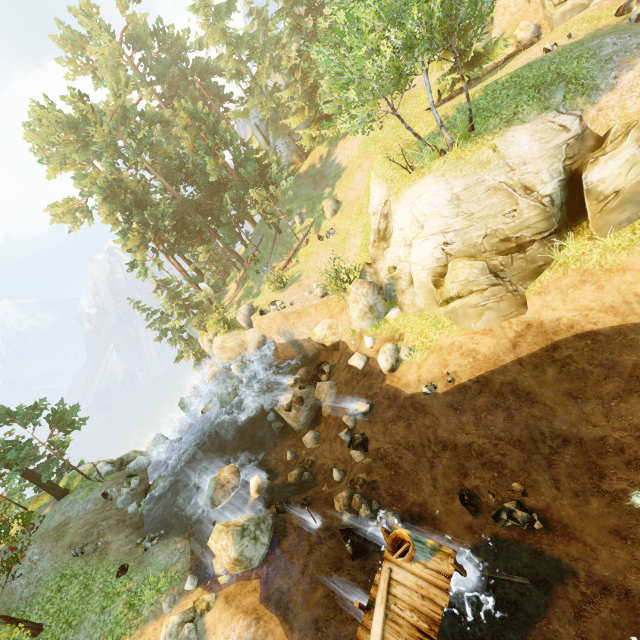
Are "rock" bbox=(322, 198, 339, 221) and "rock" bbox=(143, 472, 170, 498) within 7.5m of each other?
no

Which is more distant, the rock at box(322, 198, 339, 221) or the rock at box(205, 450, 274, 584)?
the rock at box(322, 198, 339, 221)

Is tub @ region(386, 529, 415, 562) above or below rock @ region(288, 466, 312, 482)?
above

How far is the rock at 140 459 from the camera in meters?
19.6

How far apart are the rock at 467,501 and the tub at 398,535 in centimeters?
306cm

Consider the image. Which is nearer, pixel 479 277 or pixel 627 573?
pixel 627 573

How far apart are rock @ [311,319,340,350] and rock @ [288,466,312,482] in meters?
6.4 m

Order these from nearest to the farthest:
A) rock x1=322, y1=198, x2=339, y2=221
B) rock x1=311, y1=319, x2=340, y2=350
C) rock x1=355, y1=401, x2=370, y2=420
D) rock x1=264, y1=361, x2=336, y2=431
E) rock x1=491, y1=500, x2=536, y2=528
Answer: rock x1=491, y1=500, x2=536, y2=528 → rock x1=355, y1=401, x2=370, y2=420 → rock x1=264, y1=361, x2=336, y2=431 → rock x1=311, y1=319, x2=340, y2=350 → rock x1=322, y1=198, x2=339, y2=221
